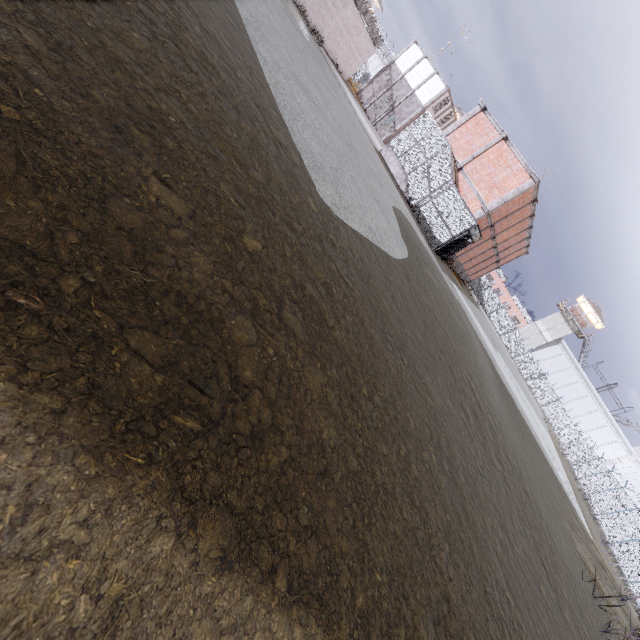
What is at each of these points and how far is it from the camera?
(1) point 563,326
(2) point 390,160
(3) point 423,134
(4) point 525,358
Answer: (1) building, 54.4m
(2) stair, 22.2m
(3) cage, 21.1m
(4) fence, 50.8m

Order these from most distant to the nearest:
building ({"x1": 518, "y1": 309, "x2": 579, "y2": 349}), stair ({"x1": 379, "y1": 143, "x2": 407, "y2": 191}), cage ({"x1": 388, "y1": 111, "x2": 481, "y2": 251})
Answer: building ({"x1": 518, "y1": 309, "x2": 579, "y2": 349})
stair ({"x1": 379, "y1": 143, "x2": 407, "y2": 191})
cage ({"x1": 388, "y1": 111, "x2": 481, "y2": 251})

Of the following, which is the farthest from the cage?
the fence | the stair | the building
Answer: the building

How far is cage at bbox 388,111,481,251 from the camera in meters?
19.8 m

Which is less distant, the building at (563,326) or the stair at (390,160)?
the stair at (390,160)

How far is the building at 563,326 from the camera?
54.12m

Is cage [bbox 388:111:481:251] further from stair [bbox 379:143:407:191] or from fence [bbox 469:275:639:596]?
fence [bbox 469:275:639:596]
